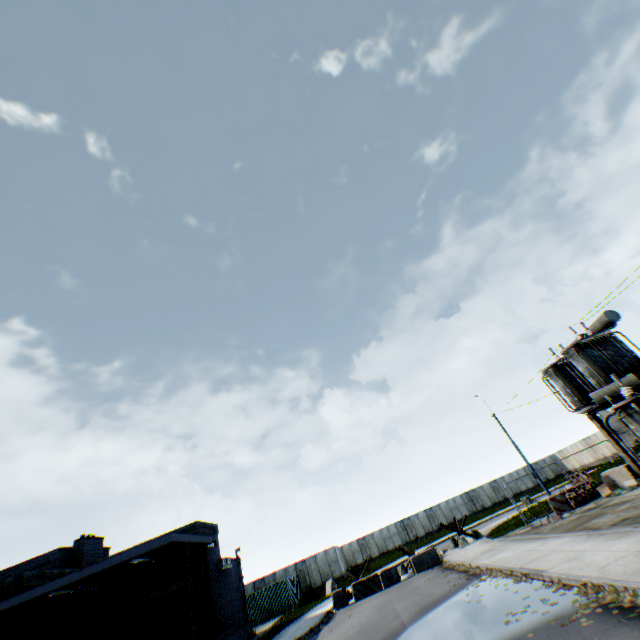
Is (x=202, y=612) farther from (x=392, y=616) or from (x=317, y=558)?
(x=317, y=558)

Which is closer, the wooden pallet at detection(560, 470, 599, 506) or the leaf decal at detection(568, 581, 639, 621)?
the leaf decal at detection(568, 581, 639, 621)

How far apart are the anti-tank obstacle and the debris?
8.1m

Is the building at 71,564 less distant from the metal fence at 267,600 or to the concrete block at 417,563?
the metal fence at 267,600

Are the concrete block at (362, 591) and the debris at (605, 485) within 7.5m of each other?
no

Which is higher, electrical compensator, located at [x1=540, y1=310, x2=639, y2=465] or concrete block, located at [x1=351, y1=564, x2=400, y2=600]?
electrical compensator, located at [x1=540, y1=310, x2=639, y2=465]

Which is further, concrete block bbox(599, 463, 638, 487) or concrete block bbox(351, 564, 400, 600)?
concrete block bbox(351, 564, 400, 600)

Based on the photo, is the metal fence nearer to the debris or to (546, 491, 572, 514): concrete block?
→ (546, 491, 572, 514): concrete block
